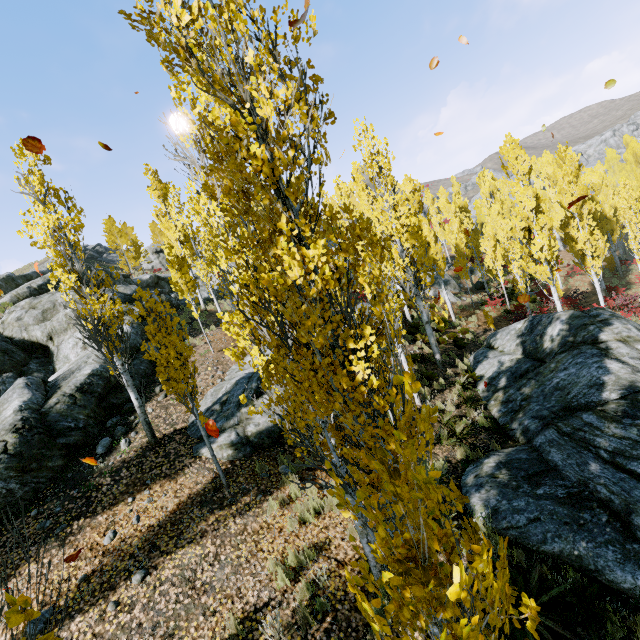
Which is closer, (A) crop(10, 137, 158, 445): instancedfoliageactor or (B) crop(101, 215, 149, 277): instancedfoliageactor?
(A) crop(10, 137, 158, 445): instancedfoliageactor

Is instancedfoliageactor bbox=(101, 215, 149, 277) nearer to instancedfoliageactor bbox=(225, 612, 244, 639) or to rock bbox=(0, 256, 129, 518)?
instancedfoliageactor bbox=(225, 612, 244, 639)

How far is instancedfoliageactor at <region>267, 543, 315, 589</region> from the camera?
5.5m

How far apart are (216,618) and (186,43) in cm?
761

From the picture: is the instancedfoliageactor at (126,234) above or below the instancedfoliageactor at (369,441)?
above

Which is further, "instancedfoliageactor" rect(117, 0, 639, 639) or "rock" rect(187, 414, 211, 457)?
"rock" rect(187, 414, 211, 457)

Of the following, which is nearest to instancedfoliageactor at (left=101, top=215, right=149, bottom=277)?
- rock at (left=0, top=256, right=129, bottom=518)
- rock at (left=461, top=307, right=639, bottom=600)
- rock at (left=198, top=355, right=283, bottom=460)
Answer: rock at (left=0, top=256, right=129, bottom=518)
